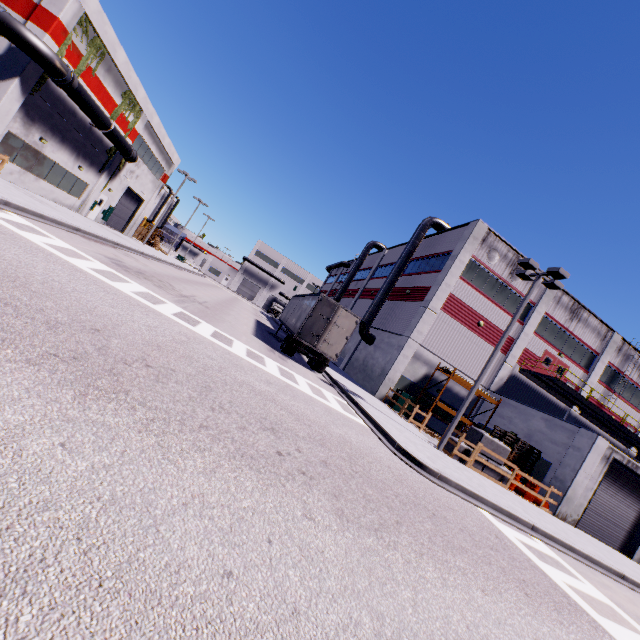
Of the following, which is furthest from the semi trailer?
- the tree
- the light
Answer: the tree

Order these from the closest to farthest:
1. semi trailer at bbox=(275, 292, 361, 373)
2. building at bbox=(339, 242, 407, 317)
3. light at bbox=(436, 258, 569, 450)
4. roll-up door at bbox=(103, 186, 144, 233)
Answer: light at bbox=(436, 258, 569, 450)
semi trailer at bbox=(275, 292, 361, 373)
roll-up door at bbox=(103, 186, 144, 233)
building at bbox=(339, 242, 407, 317)

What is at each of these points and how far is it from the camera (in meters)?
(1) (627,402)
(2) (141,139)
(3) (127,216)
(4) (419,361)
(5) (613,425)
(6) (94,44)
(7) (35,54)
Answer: (1) building, 28.16
(2) building, 29.19
(3) roll-up door, 35.50
(4) building, 23.41
(5) balcony, 24.03
(6) tree, 18.92
(7) pipe, 15.52

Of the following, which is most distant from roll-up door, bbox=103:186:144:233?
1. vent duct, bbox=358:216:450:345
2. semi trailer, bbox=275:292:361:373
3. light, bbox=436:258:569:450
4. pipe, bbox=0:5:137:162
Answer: light, bbox=436:258:569:450

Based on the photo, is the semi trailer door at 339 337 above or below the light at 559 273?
below

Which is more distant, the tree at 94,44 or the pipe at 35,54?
the tree at 94,44

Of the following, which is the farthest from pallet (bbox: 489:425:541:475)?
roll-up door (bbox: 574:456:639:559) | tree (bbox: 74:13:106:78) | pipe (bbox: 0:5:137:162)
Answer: tree (bbox: 74:13:106:78)

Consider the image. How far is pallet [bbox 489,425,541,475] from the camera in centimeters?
1838cm
